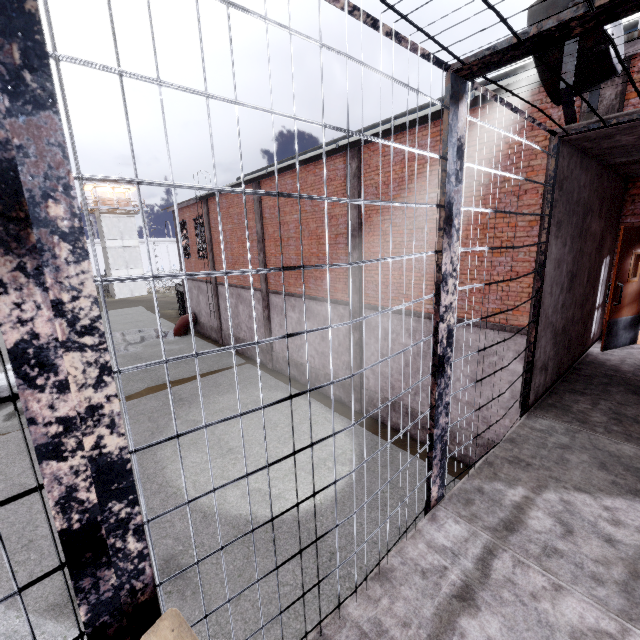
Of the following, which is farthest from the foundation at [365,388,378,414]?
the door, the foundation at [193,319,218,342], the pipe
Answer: the pipe

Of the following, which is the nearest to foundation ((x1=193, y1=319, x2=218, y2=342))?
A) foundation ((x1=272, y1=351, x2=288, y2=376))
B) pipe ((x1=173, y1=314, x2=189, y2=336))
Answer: pipe ((x1=173, y1=314, x2=189, y2=336))

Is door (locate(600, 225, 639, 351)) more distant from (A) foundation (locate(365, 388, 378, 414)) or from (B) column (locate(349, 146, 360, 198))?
(B) column (locate(349, 146, 360, 198))

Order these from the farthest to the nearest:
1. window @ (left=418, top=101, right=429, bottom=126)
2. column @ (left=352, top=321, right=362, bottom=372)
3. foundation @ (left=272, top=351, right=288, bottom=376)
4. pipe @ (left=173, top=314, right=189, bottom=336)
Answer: pipe @ (left=173, top=314, right=189, bottom=336) → foundation @ (left=272, top=351, right=288, bottom=376) → column @ (left=352, top=321, right=362, bottom=372) → window @ (left=418, top=101, right=429, bottom=126)

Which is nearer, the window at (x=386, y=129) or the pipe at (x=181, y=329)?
the window at (x=386, y=129)

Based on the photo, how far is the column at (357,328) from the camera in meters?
11.1 m

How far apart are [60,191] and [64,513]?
0.9m

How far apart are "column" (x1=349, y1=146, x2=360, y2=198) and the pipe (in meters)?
15.64
